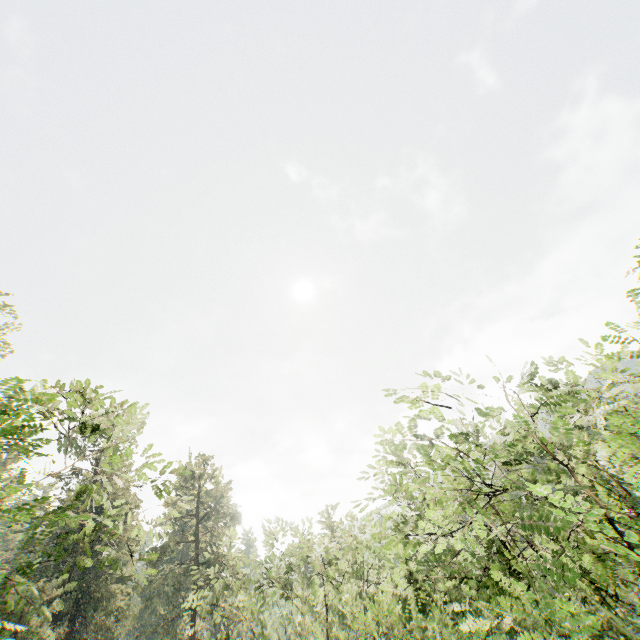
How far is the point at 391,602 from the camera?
10.00m
